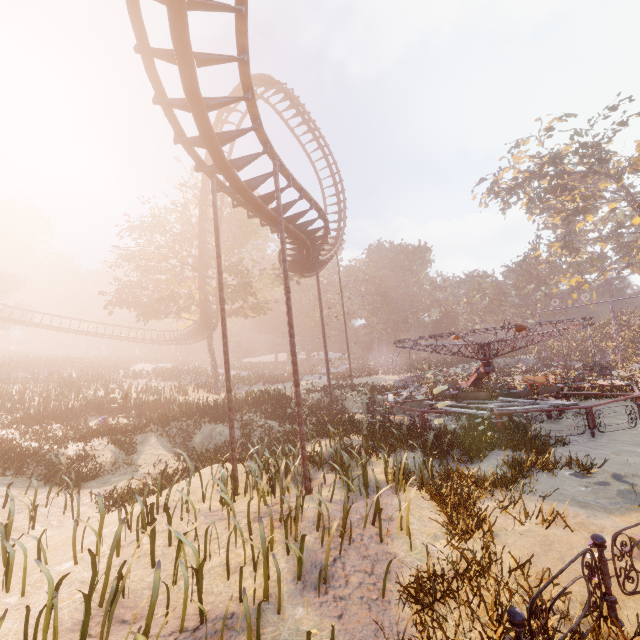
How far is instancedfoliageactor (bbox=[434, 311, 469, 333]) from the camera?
58.1 meters

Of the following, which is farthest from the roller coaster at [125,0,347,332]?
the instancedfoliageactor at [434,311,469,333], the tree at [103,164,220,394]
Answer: the instancedfoliageactor at [434,311,469,333]

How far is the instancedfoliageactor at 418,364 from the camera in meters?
31.7 m

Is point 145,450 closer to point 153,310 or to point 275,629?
point 275,629

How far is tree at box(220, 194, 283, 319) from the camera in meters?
27.4

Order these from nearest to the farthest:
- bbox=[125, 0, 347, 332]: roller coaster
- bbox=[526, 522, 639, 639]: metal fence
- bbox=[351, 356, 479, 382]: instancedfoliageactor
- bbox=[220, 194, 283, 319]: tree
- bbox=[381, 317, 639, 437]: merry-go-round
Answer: bbox=[526, 522, 639, 639]: metal fence < bbox=[125, 0, 347, 332]: roller coaster < bbox=[381, 317, 639, 437]: merry-go-round < bbox=[220, 194, 283, 319]: tree < bbox=[351, 356, 479, 382]: instancedfoliageactor

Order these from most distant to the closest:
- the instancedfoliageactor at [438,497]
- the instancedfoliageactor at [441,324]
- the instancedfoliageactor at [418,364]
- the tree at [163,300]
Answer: the instancedfoliageactor at [441,324]
the instancedfoliageactor at [418,364]
the tree at [163,300]
the instancedfoliageactor at [438,497]

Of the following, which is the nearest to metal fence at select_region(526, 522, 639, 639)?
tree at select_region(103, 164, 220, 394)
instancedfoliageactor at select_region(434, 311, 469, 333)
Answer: tree at select_region(103, 164, 220, 394)
